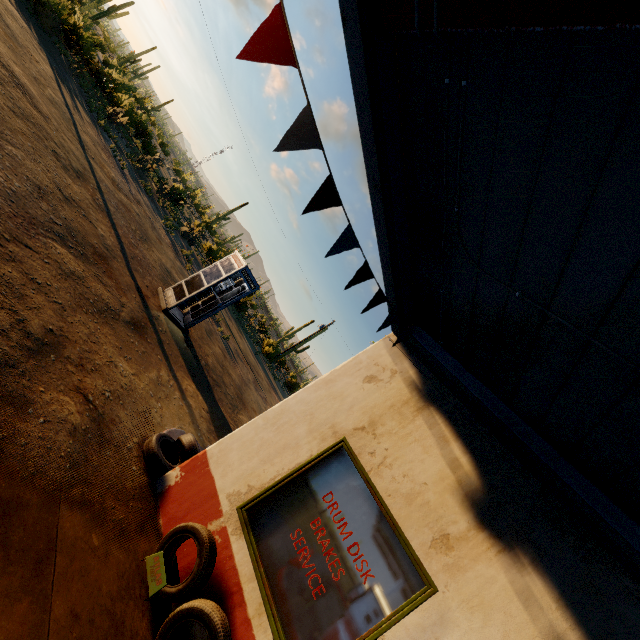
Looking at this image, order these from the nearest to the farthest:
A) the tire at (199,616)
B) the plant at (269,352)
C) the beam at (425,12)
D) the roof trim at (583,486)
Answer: the beam at (425,12) → the roof trim at (583,486) → the tire at (199,616) → the plant at (269,352)

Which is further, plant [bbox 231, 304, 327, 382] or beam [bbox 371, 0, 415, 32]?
plant [bbox 231, 304, 327, 382]

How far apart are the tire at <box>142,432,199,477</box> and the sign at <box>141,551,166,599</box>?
1.18m

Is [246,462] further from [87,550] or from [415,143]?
[415,143]

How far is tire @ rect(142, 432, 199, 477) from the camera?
4.5m

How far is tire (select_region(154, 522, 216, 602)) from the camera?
3.2 meters

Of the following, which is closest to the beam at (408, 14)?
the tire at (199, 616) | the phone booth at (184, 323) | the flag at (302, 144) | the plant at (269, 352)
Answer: the flag at (302, 144)

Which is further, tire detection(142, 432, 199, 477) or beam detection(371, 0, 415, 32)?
tire detection(142, 432, 199, 477)
